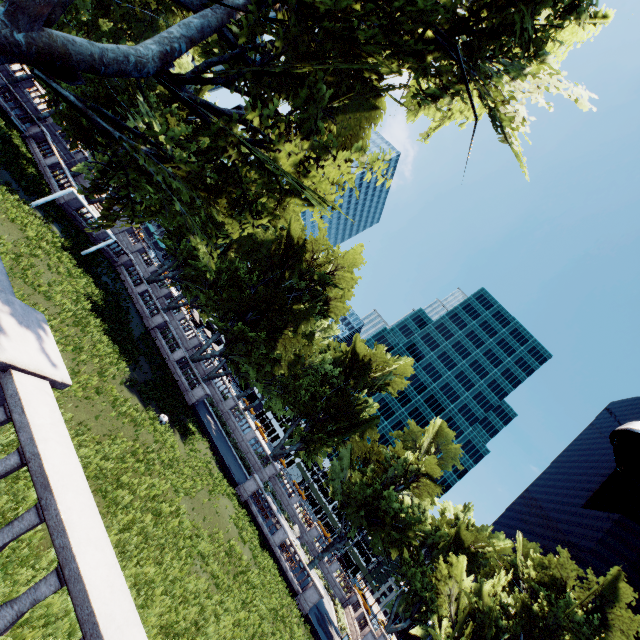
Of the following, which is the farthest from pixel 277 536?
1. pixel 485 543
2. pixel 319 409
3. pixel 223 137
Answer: pixel 485 543

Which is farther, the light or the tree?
the tree

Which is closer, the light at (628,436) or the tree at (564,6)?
the light at (628,436)
